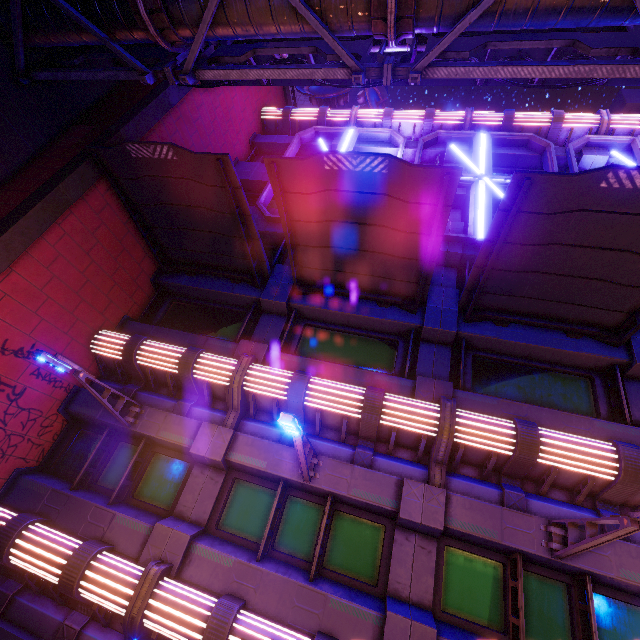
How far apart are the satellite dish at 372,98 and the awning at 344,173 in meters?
Answer: 11.2 m

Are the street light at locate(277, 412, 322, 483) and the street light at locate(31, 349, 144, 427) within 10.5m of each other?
yes

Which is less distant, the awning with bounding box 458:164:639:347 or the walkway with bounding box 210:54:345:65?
the awning with bounding box 458:164:639:347

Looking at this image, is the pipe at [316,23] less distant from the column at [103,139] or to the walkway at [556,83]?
the walkway at [556,83]

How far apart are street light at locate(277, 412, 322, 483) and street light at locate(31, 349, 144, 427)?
4.44m

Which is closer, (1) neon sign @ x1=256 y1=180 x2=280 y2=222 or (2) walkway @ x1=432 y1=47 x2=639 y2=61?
(2) walkway @ x1=432 y1=47 x2=639 y2=61

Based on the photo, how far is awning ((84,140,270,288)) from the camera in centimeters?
767cm

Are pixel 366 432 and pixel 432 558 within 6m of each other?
yes
